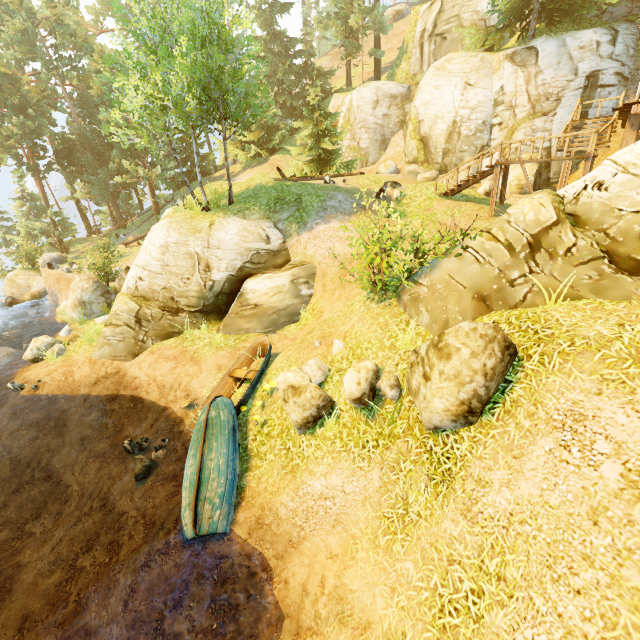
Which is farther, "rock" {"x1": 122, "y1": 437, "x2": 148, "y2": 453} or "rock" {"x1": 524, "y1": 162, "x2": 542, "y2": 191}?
"rock" {"x1": 524, "y1": 162, "x2": 542, "y2": 191}

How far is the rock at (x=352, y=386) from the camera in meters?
6.7 m

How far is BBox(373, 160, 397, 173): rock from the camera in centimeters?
2572cm

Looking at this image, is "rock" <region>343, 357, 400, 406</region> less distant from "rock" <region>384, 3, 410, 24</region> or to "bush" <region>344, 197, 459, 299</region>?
"bush" <region>344, 197, 459, 299</region>

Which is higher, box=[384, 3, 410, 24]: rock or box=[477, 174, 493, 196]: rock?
box=[384, 3, 410, 24]: rock

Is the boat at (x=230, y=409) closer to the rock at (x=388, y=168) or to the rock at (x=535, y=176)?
the rock at (x=535, y=176)

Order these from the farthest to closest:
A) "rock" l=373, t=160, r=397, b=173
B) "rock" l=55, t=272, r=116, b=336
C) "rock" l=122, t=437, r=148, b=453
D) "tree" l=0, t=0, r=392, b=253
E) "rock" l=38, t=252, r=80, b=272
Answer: "rock" l=373, t=160, r=397, b=173, "rock" l=38, t=252, r=80, b=272, "rock" l=55, t=272, r=116, b=336, "tree" l=0, t=0, r=392, b=253, "rock" l=122, t=437, r=148, b=453

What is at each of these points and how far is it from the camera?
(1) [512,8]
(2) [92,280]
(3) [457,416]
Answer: (1) tree, 18.3 meters
(2) rock, 17.6 meters
(3) rock, 5.3 meters
